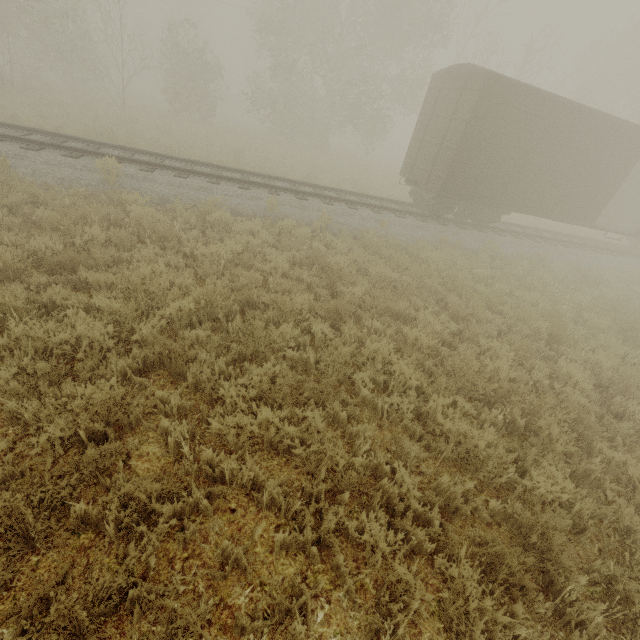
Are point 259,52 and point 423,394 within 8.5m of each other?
no
